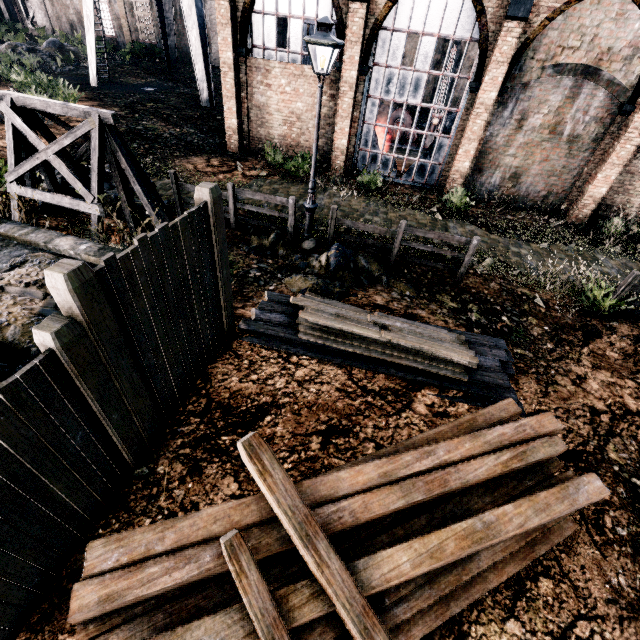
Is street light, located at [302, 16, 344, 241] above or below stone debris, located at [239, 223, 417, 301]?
above

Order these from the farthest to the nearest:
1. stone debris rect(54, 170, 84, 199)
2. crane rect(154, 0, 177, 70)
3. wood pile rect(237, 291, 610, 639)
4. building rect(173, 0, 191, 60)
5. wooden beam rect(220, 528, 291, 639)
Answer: building rect(173, 0, 191, 60)
crane rect(154, 0, 177, 70)
stone debris rect(54, 170, 84, 199)
wood pile rect(237, 291, 610, 639)
wooden beam rect(220, 528, 291, 639)

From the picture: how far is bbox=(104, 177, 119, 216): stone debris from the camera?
10.4 meters

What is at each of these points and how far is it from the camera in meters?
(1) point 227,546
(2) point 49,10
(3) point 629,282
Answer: (1) wooden beam, 2.8
(2) building, 35.1
(3) wooden railing, 8.7

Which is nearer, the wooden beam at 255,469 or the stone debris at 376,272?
the wooden beam at 255,469

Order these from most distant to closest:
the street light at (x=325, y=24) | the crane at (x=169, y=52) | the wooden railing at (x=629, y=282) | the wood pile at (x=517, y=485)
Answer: the crane at (x=169, y=52) < the wooden railing at (x=629, y=282) < the street light at (x=325, y=24) < the wood pile at (x=517, y=485)

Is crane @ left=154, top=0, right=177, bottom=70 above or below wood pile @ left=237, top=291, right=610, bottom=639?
above

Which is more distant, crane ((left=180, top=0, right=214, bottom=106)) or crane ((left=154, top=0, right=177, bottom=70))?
crane ((left=154, top=0, right=177, bottom=70))
